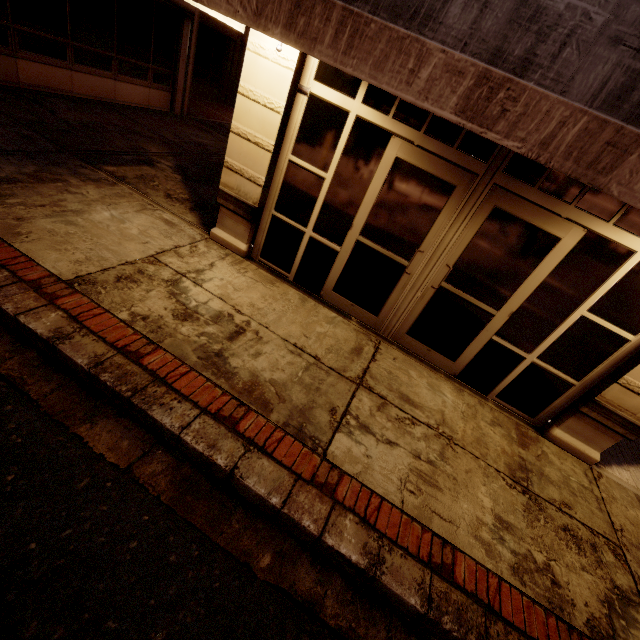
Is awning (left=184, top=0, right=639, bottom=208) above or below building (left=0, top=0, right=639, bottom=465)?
above

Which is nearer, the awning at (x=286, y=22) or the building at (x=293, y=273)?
the awning at (x=286, y=22)

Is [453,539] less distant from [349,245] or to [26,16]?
[349,245]

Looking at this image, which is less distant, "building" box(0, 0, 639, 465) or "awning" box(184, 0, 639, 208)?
"awning" box(184, 0, 639, 208)

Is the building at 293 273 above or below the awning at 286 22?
below
